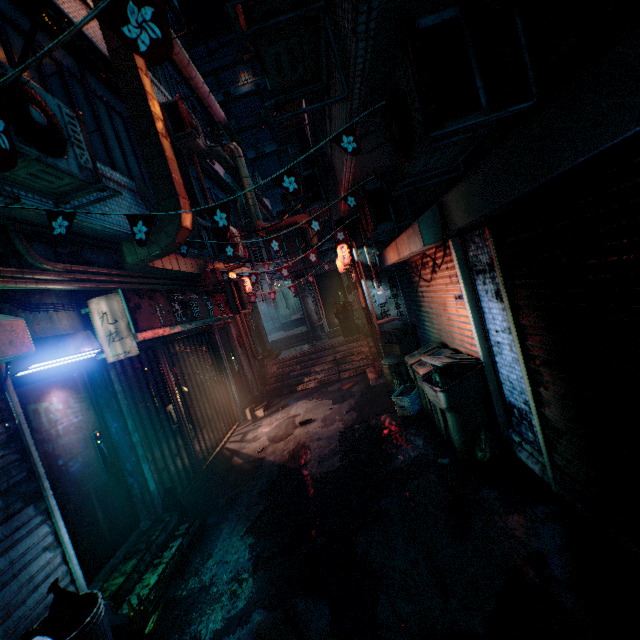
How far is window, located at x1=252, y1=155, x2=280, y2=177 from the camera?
31.6 meters

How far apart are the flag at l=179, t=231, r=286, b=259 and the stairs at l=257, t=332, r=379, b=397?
4.8 meters

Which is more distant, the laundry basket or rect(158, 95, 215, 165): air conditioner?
rect(158, 95, 215, 165): air conditioner

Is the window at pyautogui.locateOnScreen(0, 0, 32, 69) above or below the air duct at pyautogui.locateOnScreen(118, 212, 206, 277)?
above

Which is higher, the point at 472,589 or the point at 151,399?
the point at 151,399

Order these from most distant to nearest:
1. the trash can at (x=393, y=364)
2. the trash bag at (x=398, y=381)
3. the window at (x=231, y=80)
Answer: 1. the window at (x=231, y=80)
2. the trash can at (x=393, y=364)
3. the trash bag at (x=398, y=381)

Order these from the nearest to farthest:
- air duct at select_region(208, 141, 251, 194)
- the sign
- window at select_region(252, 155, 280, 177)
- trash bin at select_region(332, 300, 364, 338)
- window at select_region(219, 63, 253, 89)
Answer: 1. the sign
2. air duct at select_region(208, 141, 251, 194)
3. trash bin at select_region(332, 300, 364, 338)
4. window at select_region(219, 63, 253, 89)
5. window at select_region(252, 155, 280, 177)

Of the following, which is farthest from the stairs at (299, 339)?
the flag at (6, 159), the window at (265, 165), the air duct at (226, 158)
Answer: the window at (265, 165)
